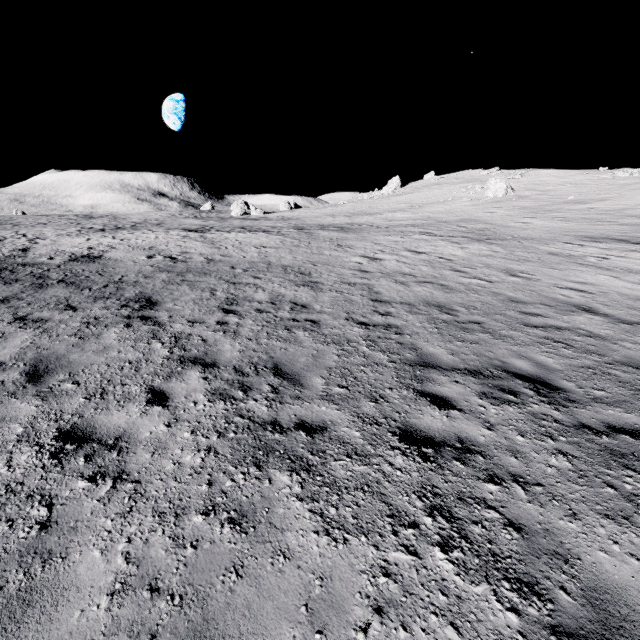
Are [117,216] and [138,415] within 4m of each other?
no
